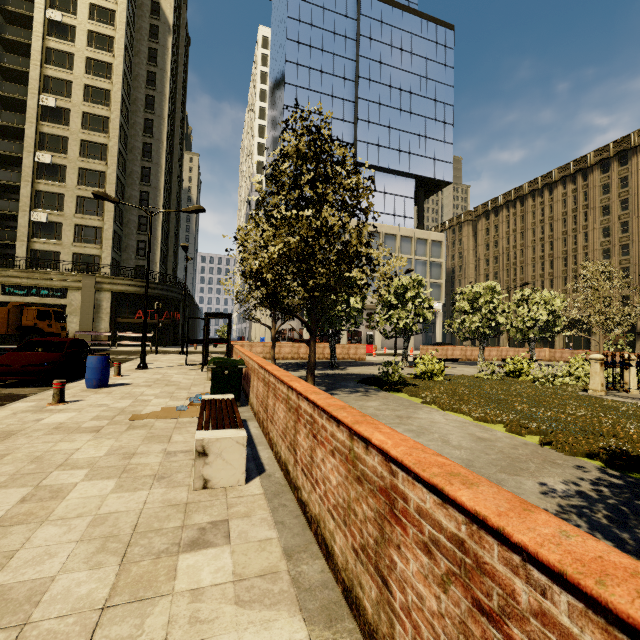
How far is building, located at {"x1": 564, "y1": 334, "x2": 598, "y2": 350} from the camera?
44.48m

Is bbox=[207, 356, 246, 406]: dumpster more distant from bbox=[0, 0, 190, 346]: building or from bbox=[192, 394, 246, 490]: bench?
bbox=[0, 0, 190, 346]: building

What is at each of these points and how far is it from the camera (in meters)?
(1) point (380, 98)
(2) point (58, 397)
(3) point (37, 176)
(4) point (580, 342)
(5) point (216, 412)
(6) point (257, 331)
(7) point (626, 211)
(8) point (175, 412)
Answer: (1) building, 44.91
(2) metal bar, 7.61
(3) building, 32.28
(4) building, 46.66
(5) bench, 6.07
(6) building, 47.00
(7) building, 41.62
(8) cardboard, 7.14

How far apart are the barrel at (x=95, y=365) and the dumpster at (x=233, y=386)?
3.6 meters

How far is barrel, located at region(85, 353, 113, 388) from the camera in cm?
969

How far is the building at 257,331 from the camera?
37.8 meters

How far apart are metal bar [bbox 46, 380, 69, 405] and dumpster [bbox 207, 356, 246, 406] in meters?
3.2 m

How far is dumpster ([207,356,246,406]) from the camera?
7.6 meters
